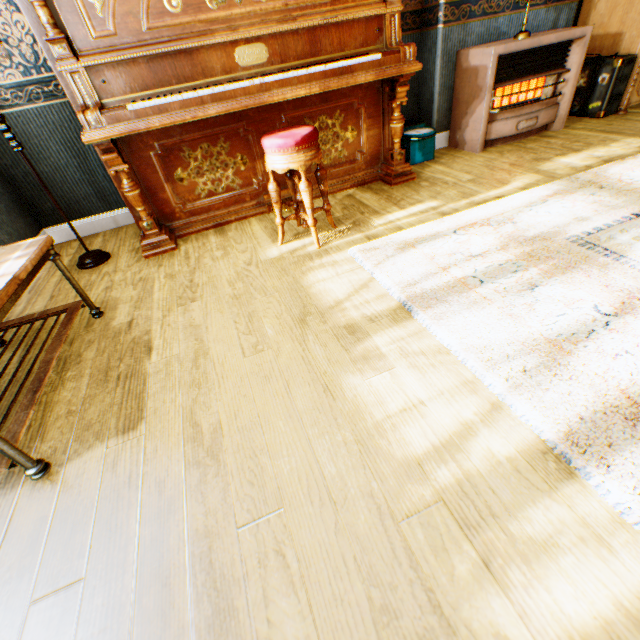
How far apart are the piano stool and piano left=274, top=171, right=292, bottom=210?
0.3 meters

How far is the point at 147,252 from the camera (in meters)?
2.65

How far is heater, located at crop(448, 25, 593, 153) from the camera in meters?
3.1 m

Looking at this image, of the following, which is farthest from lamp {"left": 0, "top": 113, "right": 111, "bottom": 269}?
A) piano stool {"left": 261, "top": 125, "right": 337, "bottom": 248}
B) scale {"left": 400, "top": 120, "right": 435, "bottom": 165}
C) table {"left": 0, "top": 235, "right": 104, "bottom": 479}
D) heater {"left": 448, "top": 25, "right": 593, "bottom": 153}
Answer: heater {"left": 448, "top": 25, "right": 593, "bottom": 153}

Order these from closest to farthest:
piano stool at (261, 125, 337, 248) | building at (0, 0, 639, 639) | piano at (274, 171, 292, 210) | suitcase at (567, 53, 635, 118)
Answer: building at (0, 0, 639, 639), piano stool at (261, 125, 337, 248), piano at (274, 171, 292, 210), suitcase at (567, 53, 635, 118)

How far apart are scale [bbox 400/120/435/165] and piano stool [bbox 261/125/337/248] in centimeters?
156cm

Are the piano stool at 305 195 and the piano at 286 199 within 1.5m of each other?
yes

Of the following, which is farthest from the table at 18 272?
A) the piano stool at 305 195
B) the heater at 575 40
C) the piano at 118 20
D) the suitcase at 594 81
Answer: the suitcase at 594 81
